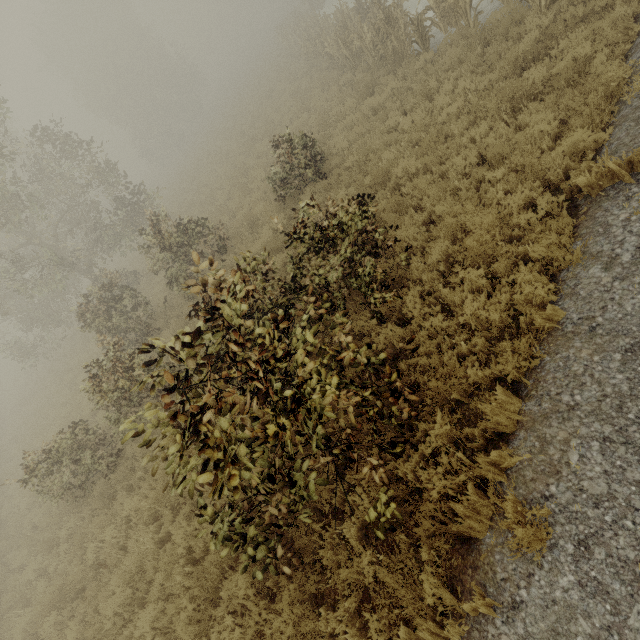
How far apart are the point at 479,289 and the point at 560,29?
6.7m

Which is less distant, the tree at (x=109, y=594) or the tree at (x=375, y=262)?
the tree at (x=375, y=262)

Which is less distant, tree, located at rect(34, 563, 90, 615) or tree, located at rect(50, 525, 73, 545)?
tree, located at rect(34, 563, 90, 615)

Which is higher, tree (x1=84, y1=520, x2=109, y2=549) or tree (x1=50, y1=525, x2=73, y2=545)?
tree (x1=84, y1=520, x2=109, y2=549)

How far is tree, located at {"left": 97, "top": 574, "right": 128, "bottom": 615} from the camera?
6.2m

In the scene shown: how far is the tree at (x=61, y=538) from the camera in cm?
910

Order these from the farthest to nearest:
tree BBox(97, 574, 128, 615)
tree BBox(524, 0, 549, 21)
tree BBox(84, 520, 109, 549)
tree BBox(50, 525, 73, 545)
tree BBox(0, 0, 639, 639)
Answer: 1. tree BBox(50, 525, 73, 545)
2. tree BBox(84, 520, 109, 549)
3. tree BBox(524, 0, 549, 21)
4. tree BBox(97, 574, 128, 615)
5. tree BBox(0, 0, 639, 639)
